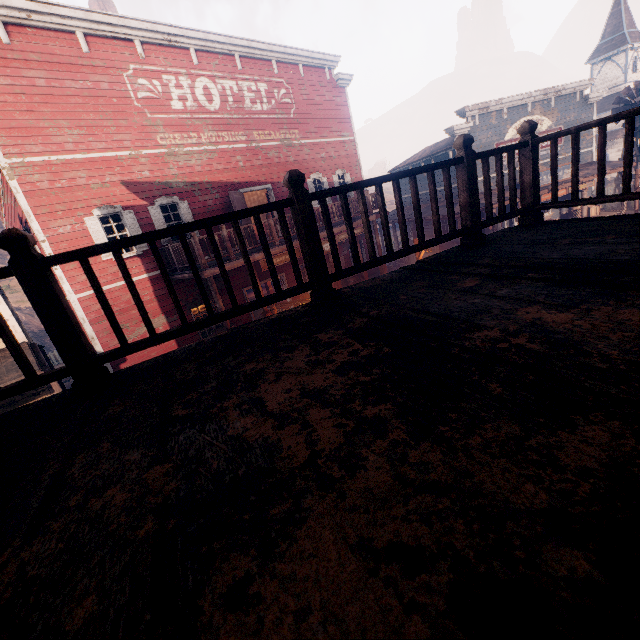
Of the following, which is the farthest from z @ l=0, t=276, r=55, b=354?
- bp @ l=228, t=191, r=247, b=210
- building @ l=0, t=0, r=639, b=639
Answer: bp @ l=228, t=191, r=247, b=210

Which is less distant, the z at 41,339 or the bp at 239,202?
the bp at 239,202

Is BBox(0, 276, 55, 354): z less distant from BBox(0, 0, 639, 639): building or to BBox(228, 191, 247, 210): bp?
BBox(0, 0, 639, 639): building

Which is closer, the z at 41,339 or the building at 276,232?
the building at 276,232

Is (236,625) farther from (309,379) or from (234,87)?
(234,87)

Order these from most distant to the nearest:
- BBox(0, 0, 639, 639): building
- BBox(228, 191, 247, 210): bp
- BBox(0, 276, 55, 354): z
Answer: BBox(0, 276, 55, 354): z < BBox(228, 191, 247, 210): bp < BBox(0, 0, 639, 639): building

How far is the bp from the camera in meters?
12.4
